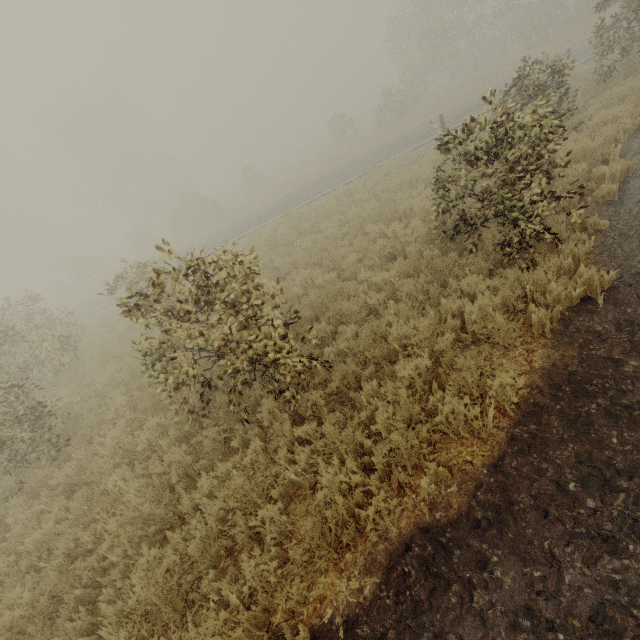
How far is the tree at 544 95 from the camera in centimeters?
482cm

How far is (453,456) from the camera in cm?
363

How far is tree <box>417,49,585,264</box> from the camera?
4.8m
